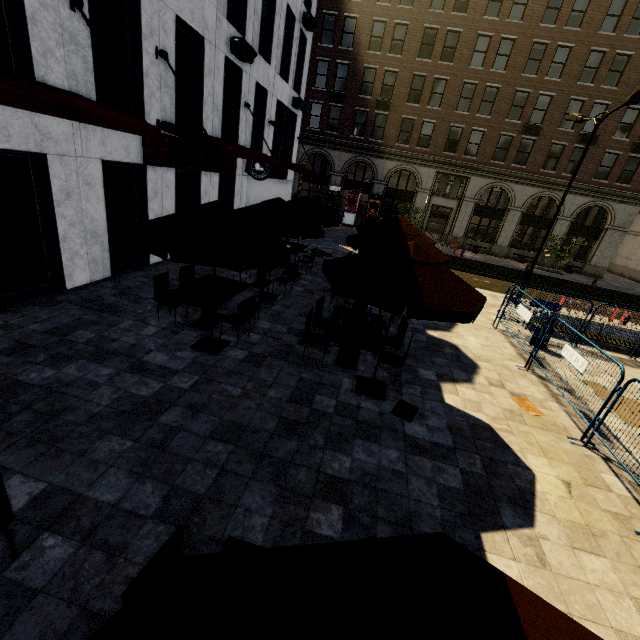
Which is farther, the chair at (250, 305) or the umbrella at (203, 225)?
the chair at (250, 305)

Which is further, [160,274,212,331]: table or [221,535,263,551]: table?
[160,274,212,331]: table

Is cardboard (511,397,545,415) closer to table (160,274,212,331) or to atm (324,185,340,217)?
table (160,274,212,331)

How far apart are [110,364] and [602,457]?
9.0m

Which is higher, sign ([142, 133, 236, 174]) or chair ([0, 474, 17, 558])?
sign ([142, 133, 236, 174])

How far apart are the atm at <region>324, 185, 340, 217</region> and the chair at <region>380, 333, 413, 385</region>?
24.8 meters

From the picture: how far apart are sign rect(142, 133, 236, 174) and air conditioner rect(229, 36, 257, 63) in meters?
3.2

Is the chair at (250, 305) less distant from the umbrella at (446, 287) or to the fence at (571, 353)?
the umbrella at (446, 287)
